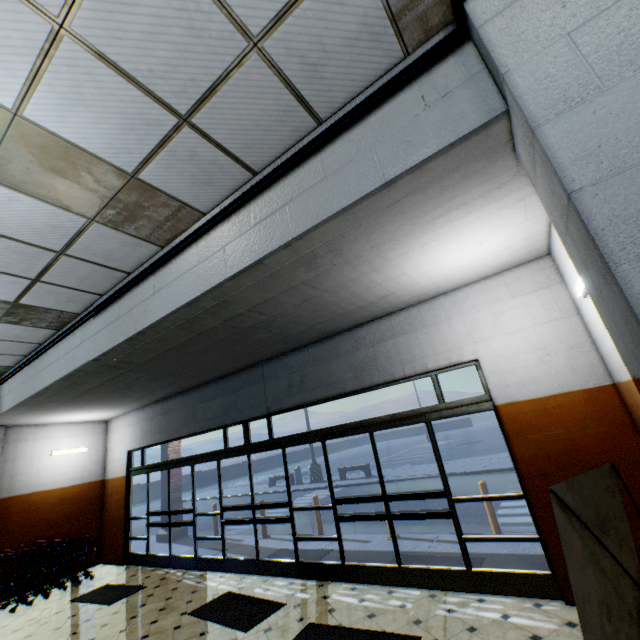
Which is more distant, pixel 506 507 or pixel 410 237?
pixel 506 507

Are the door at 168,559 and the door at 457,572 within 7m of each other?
yes

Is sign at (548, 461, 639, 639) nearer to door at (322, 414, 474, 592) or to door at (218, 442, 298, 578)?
door at (322, 414, 474, 592)

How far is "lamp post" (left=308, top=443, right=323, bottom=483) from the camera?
18.02m

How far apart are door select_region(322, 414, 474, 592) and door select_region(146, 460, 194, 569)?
4.0m

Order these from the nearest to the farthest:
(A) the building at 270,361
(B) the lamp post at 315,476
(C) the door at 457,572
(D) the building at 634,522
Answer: (A) the building at 270,361 → (D) the building at 634,522 → (C) the door at 457,572 → (B) the lamp post at 315,476

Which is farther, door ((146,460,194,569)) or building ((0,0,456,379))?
door ((146,460,194,569))

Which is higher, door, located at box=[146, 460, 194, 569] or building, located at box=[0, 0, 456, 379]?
building, located at box=[0, 0, 456, 379]
